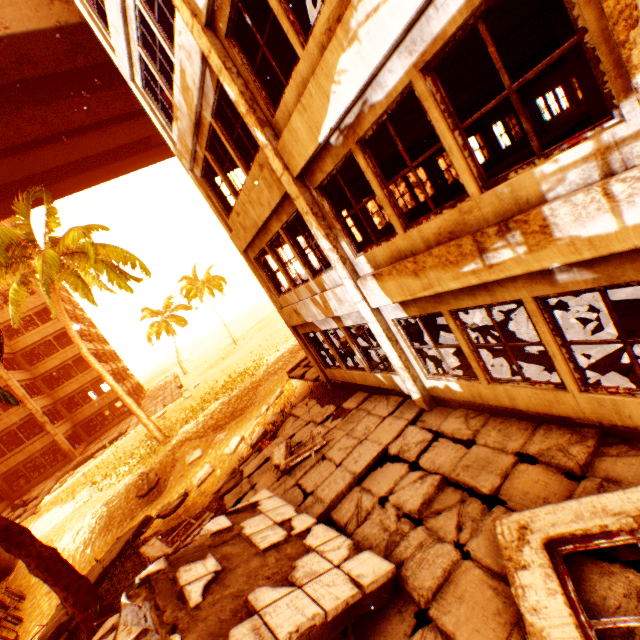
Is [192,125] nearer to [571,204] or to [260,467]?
[571,204]

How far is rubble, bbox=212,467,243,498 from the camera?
9.36m

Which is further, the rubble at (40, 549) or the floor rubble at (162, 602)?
the rubble at (40, 549)

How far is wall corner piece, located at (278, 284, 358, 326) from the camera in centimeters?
737cm

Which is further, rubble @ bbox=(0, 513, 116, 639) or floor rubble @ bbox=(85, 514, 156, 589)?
floor rubble @ bbox=(85, 514, 156, 589)

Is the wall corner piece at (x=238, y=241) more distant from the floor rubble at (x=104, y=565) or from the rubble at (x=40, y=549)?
the floor rubble at (x=104, y=565)

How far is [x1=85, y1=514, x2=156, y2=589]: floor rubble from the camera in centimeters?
925cm

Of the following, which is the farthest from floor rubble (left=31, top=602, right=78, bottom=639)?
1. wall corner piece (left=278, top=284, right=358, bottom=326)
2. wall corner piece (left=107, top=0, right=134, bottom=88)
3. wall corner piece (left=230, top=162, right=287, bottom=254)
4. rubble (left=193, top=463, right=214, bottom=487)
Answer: wall corner piece (left=107, top=0, right=134, bottom=88)
